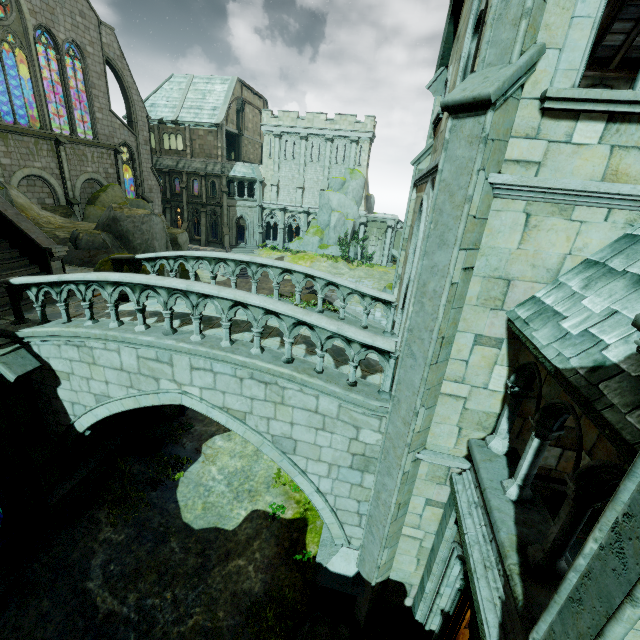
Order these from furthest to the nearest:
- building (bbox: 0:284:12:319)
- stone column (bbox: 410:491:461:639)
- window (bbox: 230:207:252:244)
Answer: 1. window (bbox: 230:207:252:244)
2. building (bbox: 0:284:12:319)
3. stone column (bbox: 410:491:461:639)

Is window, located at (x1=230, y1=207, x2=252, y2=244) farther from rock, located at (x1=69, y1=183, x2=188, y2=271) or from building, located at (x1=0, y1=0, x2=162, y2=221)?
rock, located at (x1=69, y1=183, x2=188, y2=271)

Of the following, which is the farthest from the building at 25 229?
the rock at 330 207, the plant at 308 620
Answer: the rock at 330 207

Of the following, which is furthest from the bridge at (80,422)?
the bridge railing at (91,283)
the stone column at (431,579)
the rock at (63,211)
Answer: the rock at (63,211)

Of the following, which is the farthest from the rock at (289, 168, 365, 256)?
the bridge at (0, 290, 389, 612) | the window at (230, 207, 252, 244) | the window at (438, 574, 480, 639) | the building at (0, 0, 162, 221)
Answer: the window at (438, 574, 480, 639)

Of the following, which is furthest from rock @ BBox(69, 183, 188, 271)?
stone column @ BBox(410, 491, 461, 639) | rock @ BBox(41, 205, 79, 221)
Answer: stone column @ BBox(410, 491, 461, 639)

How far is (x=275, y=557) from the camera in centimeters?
926cm

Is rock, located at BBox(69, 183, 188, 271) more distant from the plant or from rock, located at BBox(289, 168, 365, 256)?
rock, located at BBox(289, 168, 365, 256)
